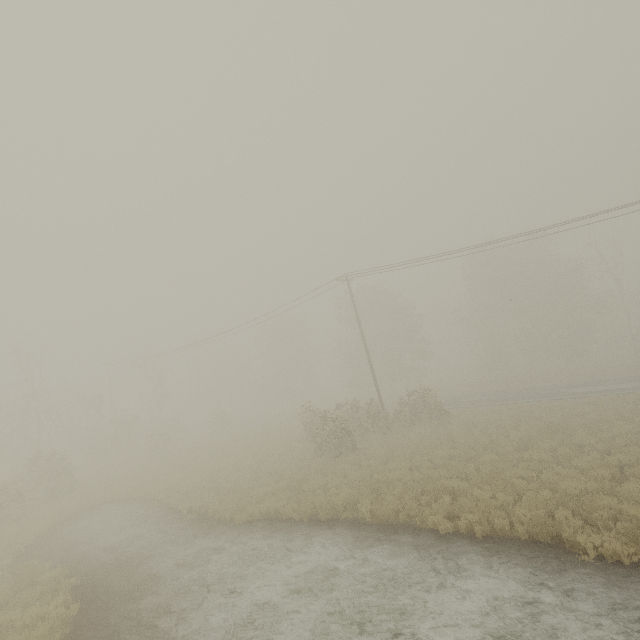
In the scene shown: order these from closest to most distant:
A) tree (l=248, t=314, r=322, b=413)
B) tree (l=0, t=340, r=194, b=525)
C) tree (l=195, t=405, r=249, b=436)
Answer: tree (l=0, t=340, r=194, b=525) → tree (l=195, t=405, r=249, b=436) → tree (l=248, t=314, r=322, b=413)

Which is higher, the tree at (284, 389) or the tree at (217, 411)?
the tree at (284, 389)

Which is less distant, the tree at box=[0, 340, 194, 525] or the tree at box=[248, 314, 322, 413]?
the tree at box=[0, 340, 194, 525]

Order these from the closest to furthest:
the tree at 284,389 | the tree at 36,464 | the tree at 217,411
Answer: the tree at 36,464, the tree at 217,411, the tree at 284,389

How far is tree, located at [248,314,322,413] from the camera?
53.9 meters

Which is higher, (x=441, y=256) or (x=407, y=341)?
(x=441, y=256)

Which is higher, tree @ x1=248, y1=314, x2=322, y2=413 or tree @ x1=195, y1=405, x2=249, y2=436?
tree @ x1=248, y1=314, x2=322, y2=413
